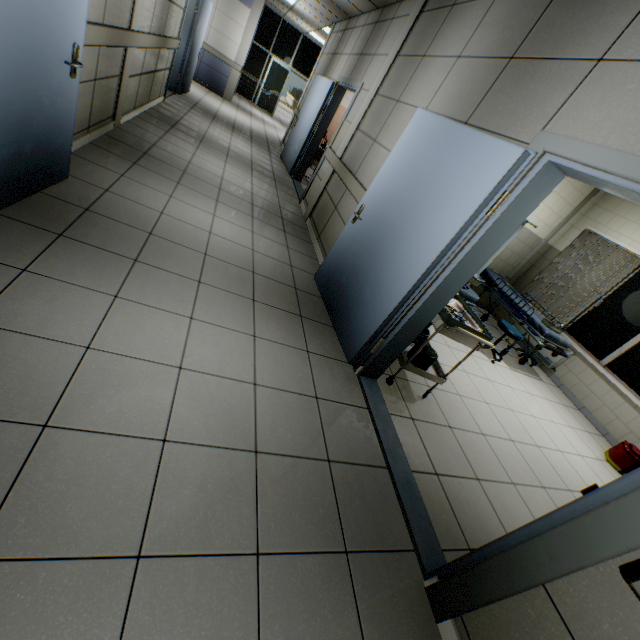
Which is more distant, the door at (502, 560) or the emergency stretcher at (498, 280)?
the emergency stretcher at (498, 280)

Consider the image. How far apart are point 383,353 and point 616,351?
5.3m

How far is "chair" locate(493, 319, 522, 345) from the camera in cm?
484

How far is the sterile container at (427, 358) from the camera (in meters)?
3.03

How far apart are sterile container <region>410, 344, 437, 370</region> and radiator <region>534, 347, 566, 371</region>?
4.3 meters

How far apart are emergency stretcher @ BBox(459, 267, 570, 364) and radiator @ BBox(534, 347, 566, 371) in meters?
0.8 m

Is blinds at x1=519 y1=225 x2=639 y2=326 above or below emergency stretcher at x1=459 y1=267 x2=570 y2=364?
above

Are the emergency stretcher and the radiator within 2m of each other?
yes
